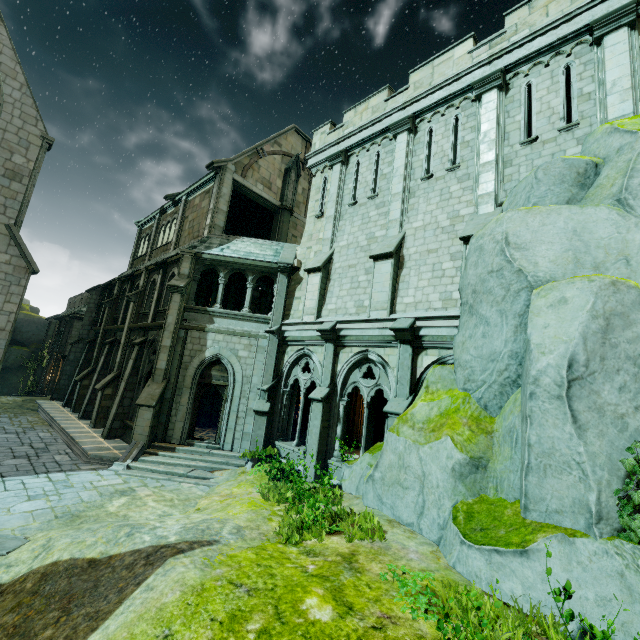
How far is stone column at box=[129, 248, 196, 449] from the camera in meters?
13.1 m

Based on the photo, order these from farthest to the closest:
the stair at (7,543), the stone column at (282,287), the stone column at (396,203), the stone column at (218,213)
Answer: the stone column at (218,213), the stone column at (282,287), the stone column at (396,203), the stair at (7,543)

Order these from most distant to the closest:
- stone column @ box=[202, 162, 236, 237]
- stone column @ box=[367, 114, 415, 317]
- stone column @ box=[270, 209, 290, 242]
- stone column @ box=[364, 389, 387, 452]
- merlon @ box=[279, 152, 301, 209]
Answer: merlon @ box=[279, 152, 301, 209]
stone column @ box=[270, 209, 290, 242]
stone column @ box=[202, 162, 236, 237]
stone column @ box=[364, 389, 387, 452]
stone column @ box=[367, 114, 415, 317]

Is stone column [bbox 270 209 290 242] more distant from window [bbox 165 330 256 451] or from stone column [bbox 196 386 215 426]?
window [bbox 165 330 256 451]

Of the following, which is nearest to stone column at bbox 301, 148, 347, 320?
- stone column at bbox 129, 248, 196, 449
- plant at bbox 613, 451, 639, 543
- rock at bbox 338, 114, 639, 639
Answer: rock at bbox 338, 114, 639, 639

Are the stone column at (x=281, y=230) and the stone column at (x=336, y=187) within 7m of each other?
yes

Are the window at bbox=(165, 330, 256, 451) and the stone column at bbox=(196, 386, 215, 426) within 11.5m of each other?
yes

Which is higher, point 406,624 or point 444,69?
point 444,69
